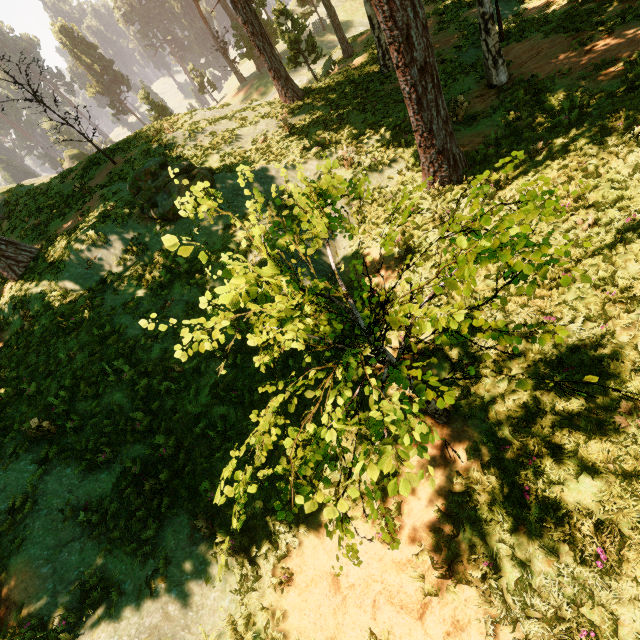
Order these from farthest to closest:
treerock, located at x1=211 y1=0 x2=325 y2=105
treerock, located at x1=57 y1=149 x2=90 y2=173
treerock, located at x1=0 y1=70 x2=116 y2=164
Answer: treerock, located at x1=57 y1=149 x2=90 y2=173 → treerock, located at x1=211 y1=0 x2=325 y2=105 → treerock, located at x1=0 y1=70 x2=116 y2=164

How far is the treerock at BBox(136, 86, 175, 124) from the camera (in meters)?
43.12

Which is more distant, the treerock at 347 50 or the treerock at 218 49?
the treerock at 218 49

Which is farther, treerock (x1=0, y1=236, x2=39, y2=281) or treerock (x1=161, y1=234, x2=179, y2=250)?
treerock (x1=0, y1=236, x2=39, y2=281)

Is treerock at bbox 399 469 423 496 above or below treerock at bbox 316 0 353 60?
above

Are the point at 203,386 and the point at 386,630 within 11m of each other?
yes

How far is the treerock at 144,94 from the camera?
43.1m
